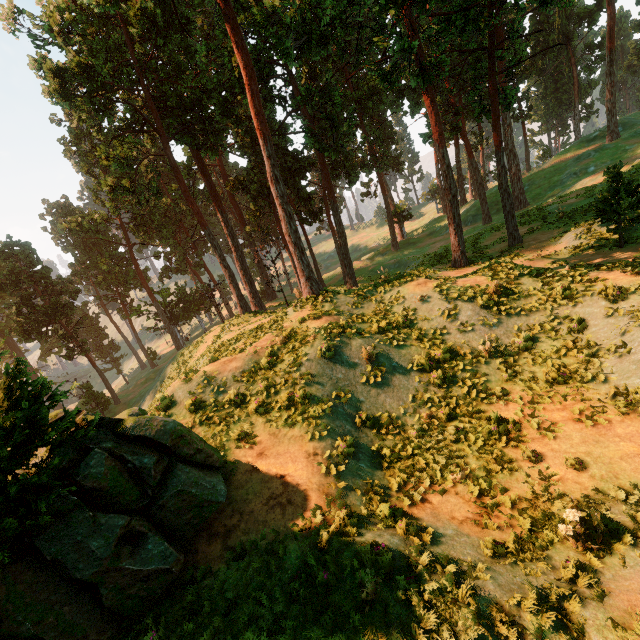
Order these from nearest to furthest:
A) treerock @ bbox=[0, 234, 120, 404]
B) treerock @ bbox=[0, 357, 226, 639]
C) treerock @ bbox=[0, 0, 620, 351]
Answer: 1. treerock @ bbox=[0, 357, 226, 639]
2. treerock @ bbox=[0, 0, 620, 351]
3. treerock @ bbox=[0, 234, 120, 404]

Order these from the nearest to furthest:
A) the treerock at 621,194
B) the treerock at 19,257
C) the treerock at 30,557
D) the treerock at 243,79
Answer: the treerock at 30,557 < the treerock at 621,194 < the treerock at 243,79 < the treerock at 19,257

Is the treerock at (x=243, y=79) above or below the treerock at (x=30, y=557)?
above

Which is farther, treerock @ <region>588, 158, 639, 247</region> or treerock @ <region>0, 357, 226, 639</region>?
treerock @ <region>588, 158, 639, 247</region>

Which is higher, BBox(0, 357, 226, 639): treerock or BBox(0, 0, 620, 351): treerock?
BBox(0, 0, 620, 351): treerock

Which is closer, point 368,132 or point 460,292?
point 460,292
